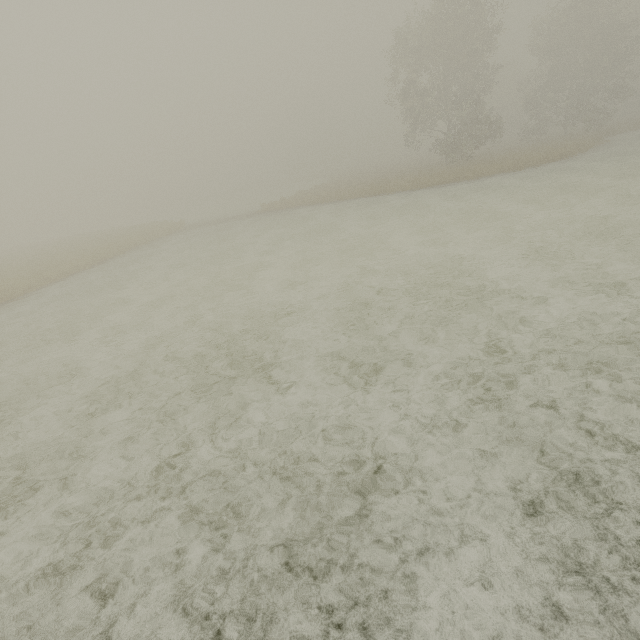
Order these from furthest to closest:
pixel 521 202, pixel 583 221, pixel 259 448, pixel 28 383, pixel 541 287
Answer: pixel 521 202
pixel 583 221
pixel 28 383
pixel 541 287
pixel 259 448
